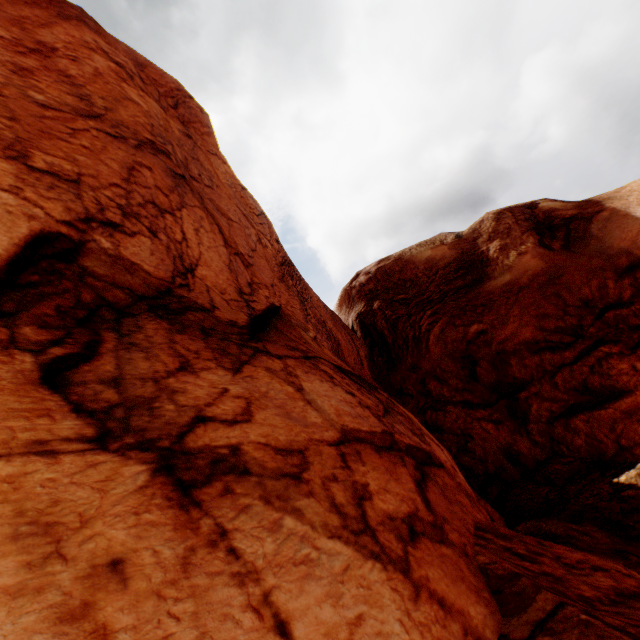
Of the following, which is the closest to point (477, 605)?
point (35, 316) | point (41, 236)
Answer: point (35, 316)
